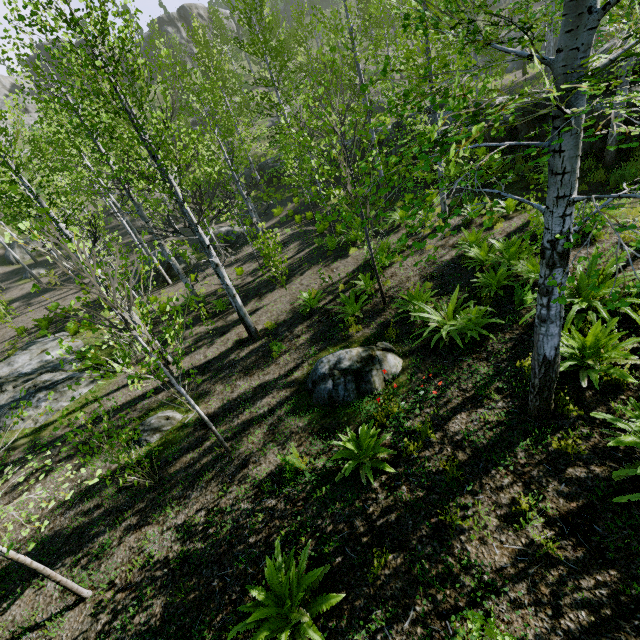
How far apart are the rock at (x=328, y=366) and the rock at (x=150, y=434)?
3.2m

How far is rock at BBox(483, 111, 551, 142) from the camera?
10.6m

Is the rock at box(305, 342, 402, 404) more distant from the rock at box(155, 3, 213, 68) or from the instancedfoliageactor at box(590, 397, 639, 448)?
the rock at box(155, 3, 213, 68)

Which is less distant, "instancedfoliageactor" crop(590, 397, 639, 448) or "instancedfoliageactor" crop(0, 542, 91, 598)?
"instancedfoliageactor" crop(590, 397, 639, 448)

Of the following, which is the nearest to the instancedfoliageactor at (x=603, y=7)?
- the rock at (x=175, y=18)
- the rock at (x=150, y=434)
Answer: the rock at (x=150, y=434)

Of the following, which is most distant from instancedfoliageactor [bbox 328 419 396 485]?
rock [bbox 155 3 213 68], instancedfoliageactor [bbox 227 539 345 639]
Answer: rock [bbox 155 3 213 68]

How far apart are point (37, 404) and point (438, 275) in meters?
13.0

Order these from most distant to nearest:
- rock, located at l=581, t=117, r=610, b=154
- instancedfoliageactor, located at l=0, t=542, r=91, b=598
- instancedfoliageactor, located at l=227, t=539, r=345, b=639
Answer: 1. rock, located at l=581, t=117, r=610, b=154
2. instancedfoliageactor, located at l=0, t=542, r=91, b=598
3. instancedfoliageactor, located at l=227, t=539, r=345, b=639
